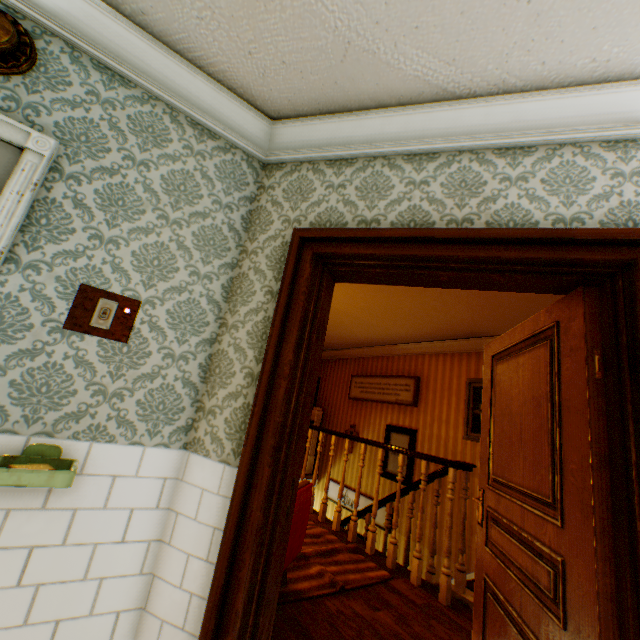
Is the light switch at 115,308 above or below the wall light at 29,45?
below

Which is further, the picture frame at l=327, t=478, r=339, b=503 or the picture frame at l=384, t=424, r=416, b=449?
the picture frame at l=327, t=478, r=339, b=503

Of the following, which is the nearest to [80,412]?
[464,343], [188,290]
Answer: [188,290]

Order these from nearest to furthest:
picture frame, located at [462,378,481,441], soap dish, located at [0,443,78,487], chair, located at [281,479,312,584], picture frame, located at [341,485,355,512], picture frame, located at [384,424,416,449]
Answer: soap dish, located at [0,443,78,487] < chair, located at [281,479,312,584] < picture frame, located at [462,378,481,441] < picture frame, located at [384,424,416,449] < picture frame, located at [341,485,355,512]

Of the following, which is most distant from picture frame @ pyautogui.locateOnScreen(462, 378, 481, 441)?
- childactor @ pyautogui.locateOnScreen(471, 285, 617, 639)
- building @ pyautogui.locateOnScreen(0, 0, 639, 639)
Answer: childactor @ pyautogui.locateOnScreen(471, 285, 617, 639)

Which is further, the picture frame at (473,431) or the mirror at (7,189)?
the picture frame at (473,431)

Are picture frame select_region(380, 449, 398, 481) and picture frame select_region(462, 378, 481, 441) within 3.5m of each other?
yes

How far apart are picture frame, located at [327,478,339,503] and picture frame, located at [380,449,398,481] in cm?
45
